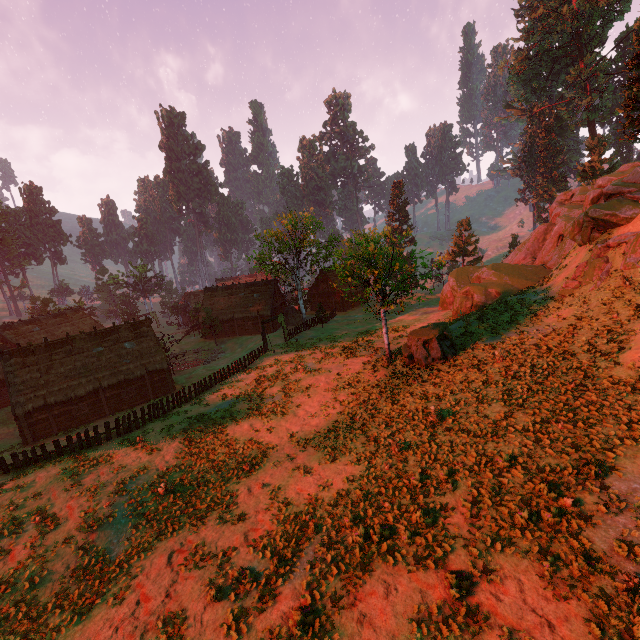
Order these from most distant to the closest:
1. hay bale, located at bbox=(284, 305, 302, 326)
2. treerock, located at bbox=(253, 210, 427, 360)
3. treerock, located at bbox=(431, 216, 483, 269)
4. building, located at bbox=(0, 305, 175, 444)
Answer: treerock, located at bbox=(431, 216, 483, 269) → hay bale, located at bbox=(284, 305, 302, 326) → building, located at bbox=(0, 305, 175, 444) → treerock, located at bbox=(253, 210, 427, 360)

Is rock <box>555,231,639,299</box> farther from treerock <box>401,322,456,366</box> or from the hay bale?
the hay bale

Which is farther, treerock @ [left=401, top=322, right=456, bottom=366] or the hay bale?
the hay bale

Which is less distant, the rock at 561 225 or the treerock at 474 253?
the rock at 561 225

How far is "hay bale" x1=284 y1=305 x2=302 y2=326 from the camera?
49.5 meters

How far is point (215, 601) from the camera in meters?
10.5 m

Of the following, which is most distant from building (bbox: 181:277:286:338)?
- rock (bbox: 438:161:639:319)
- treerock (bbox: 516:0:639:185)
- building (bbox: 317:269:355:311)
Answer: rock (bbox: 438:161:639:319)

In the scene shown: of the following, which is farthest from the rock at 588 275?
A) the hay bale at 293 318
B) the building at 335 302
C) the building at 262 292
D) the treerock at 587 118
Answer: the building at 262 292
